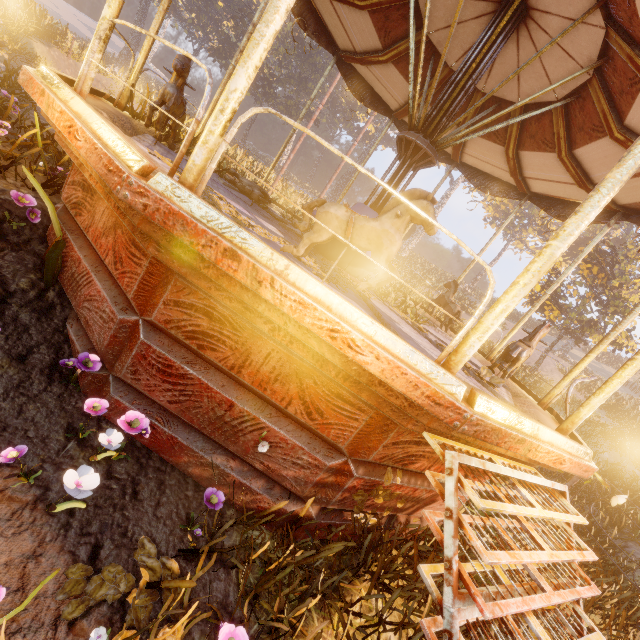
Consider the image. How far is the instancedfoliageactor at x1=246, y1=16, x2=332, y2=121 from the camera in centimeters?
3462cm

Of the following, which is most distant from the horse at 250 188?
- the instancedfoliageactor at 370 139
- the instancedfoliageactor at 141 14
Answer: the instancedfoliageactor at 370 139

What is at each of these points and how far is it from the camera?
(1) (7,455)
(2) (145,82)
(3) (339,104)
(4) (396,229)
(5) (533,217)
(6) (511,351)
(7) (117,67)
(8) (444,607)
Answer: (1) instancedfoliageactor, 1.7 meters
(2) instancedfoliageactor, 44.7 meters
(3) instancedfoliageactor, 49.2 meters
(4) horse, 2.4 meters
(5) instancedfoliageactor, 43.5 meters
(6) horse, 3.6 meters
(7) instancedfoliageactor, 39.5 meters
(8) metal stairs, 1.6 meters

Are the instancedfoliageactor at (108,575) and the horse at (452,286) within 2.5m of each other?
no

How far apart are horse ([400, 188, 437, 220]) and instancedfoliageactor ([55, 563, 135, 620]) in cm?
206

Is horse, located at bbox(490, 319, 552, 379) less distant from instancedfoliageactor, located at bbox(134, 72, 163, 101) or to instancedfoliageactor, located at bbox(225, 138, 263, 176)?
instancedfoliageactor, located at bbox(225, 138, 263, 176)

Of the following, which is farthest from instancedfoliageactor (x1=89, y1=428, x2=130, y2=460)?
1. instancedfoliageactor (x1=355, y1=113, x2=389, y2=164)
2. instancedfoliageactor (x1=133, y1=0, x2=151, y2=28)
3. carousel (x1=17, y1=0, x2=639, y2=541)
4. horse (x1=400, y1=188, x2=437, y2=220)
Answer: instancedfoliageactor (x1=133, y1=0, x2=151, y2=28)
